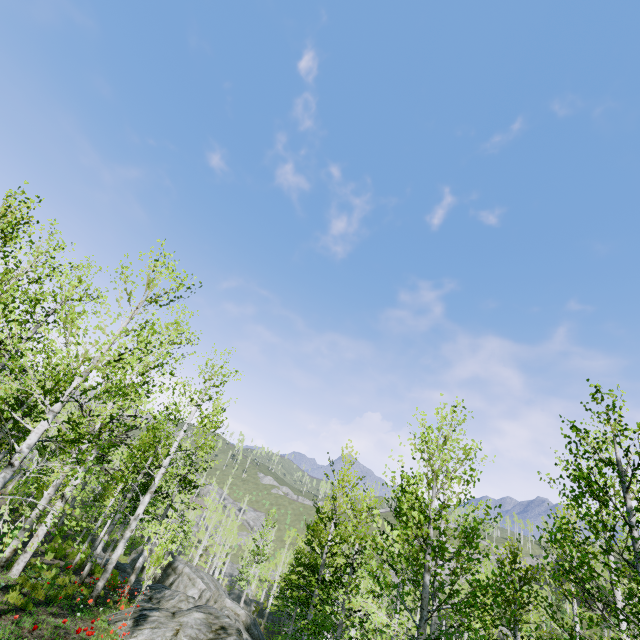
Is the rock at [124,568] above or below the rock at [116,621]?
below

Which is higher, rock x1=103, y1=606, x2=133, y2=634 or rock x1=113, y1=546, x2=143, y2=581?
rock x1=103, y1=606, x2=133, y2=634

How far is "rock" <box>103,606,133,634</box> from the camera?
8.8m

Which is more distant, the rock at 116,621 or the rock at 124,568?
the rock at 124,568

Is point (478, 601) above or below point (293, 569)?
above

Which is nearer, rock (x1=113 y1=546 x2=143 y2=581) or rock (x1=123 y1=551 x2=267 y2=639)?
rock (x1=123 y1=551 x2=267 y2=639)
